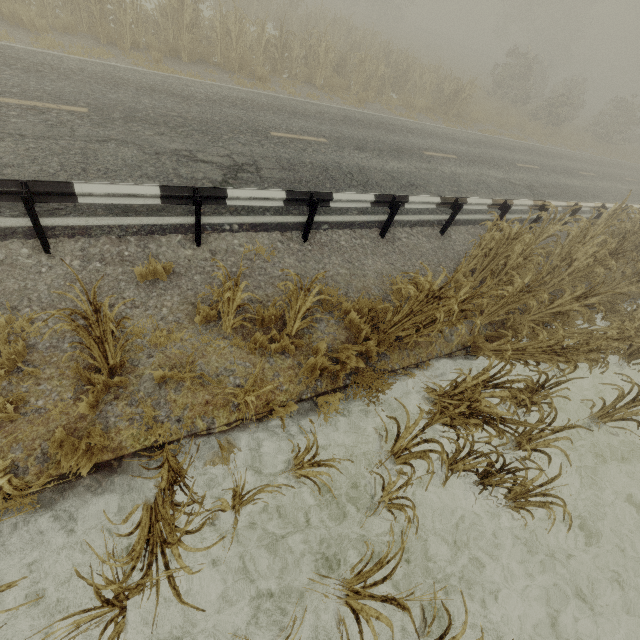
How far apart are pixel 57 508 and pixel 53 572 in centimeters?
60cm

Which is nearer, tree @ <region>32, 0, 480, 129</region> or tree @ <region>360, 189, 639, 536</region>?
tree @ <region>360, 189, 639, 536</region>

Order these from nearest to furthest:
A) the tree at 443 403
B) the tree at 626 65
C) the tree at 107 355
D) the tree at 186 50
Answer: Answer: the tree at 107 355 < the tree at 443 403 < the tree at 186 50 < the tree at 626 65

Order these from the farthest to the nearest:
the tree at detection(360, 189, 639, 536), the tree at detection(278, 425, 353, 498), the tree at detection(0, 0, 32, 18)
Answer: the tree at detection(0, 0, 32, 18), the tree at detection(360, 189, 639, 536), the tree at detection(278, 425, 353, 498)

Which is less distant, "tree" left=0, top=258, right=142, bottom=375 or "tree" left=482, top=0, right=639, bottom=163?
"tree" left=0, top=258, right=142, bottom=375

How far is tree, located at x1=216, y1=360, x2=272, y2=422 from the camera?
3.1m

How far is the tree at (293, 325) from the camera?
4.0m

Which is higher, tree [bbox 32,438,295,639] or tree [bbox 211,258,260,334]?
tree [bbox 211,258,260,334]
